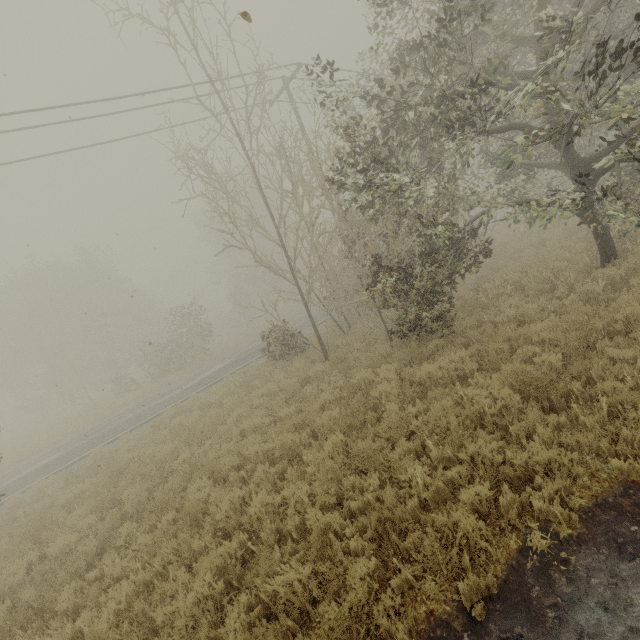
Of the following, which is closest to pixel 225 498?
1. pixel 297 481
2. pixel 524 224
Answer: pixel 297 481

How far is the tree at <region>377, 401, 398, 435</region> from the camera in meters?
6.1

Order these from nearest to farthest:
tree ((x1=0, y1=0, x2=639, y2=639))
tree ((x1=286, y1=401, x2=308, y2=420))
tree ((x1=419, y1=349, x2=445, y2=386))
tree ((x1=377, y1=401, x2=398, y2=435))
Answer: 1. tree ((x1=377, y1=401, x2=398, y2=435))
2. tree ((x1=0, y1=0, x2=639, y2=639))
3. tree ((x1=419, y1=349, x2=445, y2=386))
4. tree ((x1=286, y1=401, x2=308, y2=420))

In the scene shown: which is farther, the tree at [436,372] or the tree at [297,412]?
the tree at [297,412]

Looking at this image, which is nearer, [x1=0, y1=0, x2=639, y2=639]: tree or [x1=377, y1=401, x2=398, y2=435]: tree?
[x1=377, y1=401, x2=398, y2=435]: tree
